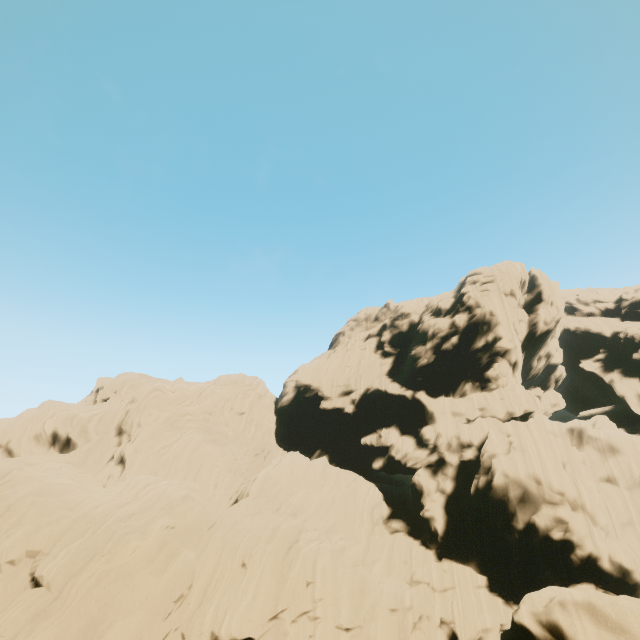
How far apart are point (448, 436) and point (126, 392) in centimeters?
4424cm
